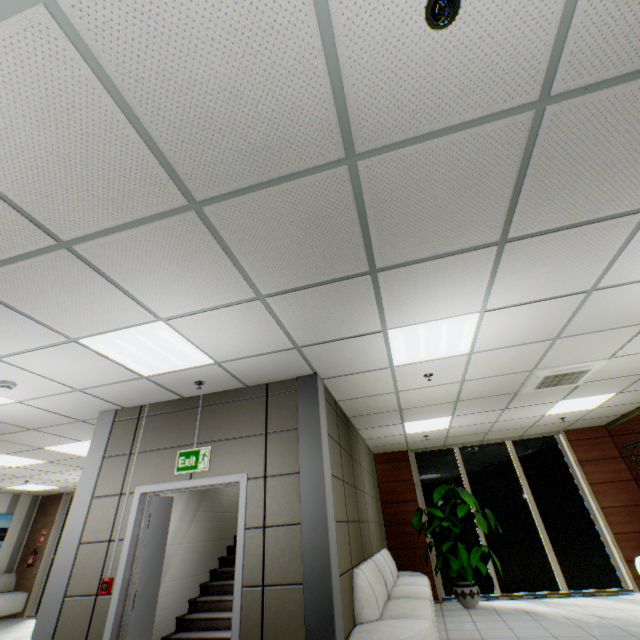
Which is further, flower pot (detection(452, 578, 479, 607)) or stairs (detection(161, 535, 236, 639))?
flower pot (detection(452, 578, 479, 607))

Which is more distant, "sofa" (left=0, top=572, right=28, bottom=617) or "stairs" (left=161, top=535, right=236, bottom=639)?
"sofa" (left=0, top=572, right=28, bottom=617)

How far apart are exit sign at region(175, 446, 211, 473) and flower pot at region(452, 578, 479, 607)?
6.2 meters

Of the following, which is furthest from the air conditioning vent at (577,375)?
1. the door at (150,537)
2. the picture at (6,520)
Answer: the picture at (6,520)

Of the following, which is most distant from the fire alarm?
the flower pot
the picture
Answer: the picture

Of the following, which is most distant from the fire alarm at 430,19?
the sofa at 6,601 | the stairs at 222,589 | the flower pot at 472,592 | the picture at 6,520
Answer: the picture at 6,520

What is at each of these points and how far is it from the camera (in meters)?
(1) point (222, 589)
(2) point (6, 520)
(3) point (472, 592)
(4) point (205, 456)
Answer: (1) stairs, 5.79
(2) picture, 10.38
(3) flower pot, 6.49
(4) exit sign, 4.07

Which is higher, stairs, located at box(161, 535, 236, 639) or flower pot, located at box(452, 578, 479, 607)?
stairs, located at box(161, 535, 236, 639)
